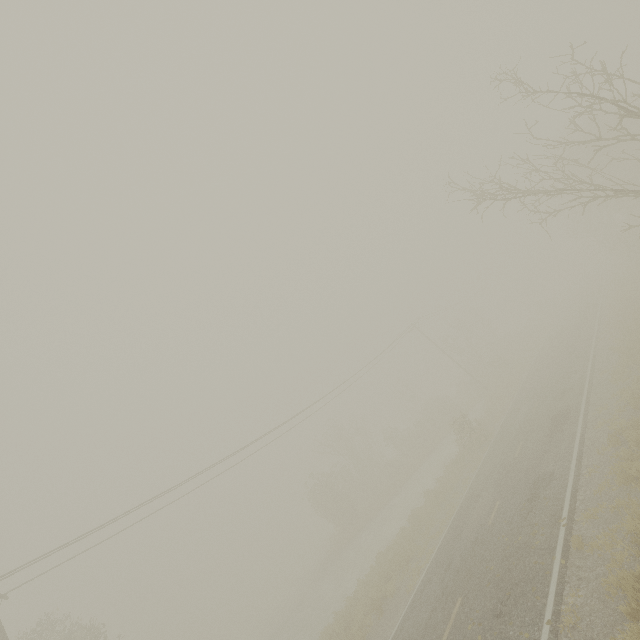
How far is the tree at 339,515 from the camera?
34.44m

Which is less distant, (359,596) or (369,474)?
(359,596)

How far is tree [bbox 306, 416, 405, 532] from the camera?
34.44m
